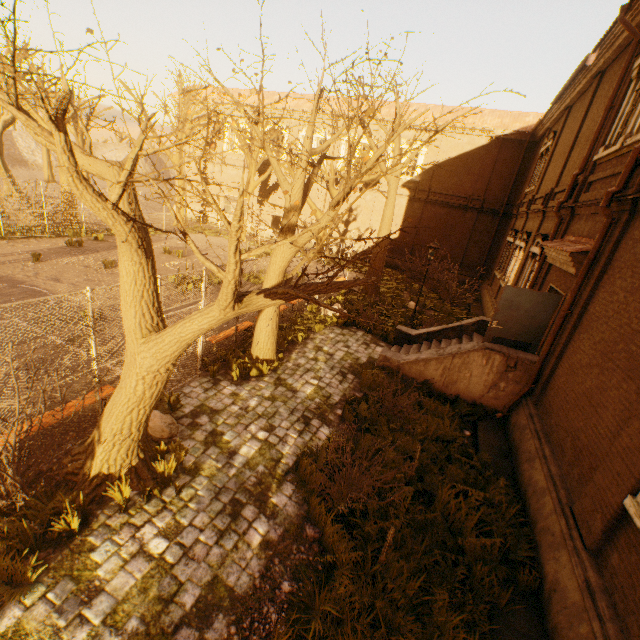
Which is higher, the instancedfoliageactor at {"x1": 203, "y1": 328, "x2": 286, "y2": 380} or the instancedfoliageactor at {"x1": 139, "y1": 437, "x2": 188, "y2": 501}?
the instancedfoliageactor at {"x1": 139, "y1": 437, "x2": 188, "y2": 501}

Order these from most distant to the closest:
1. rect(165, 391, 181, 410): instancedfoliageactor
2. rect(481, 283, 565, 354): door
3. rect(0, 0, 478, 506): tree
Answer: rect(481, 283, 565, 354): door < rect(165, 391, 181, 410): instancedfoliageactor < rect(0, 0, 478, 506): tree

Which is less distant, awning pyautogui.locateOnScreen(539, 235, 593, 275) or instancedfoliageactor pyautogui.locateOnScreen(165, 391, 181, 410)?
instancedfoliageactor pyautogui.locateOnScreen(165, 391, 181, 410)

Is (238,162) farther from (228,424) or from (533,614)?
(533,614)

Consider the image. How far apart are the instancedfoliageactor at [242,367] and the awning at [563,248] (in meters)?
7.42

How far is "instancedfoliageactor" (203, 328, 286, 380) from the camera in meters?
8.5 m

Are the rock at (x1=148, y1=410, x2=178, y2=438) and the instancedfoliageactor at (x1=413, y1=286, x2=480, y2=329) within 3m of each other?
no

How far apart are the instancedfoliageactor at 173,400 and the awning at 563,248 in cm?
942
